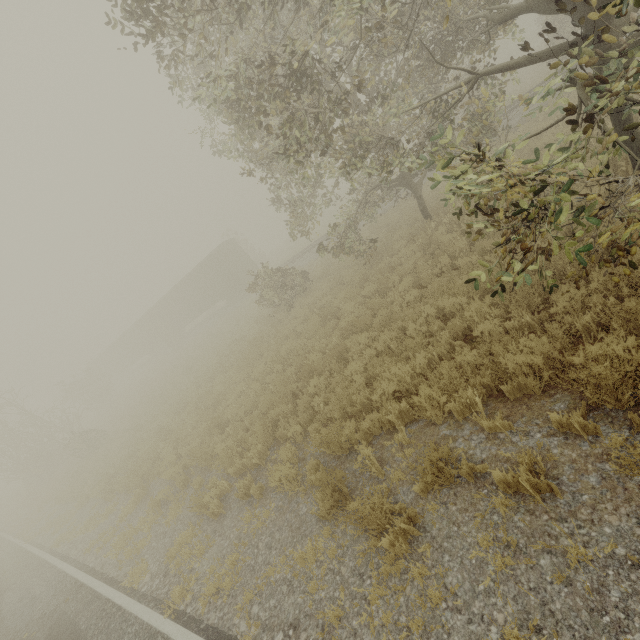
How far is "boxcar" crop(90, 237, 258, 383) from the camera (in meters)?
29.08

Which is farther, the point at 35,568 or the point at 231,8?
the point at 35,568

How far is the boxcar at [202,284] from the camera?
29.1m
